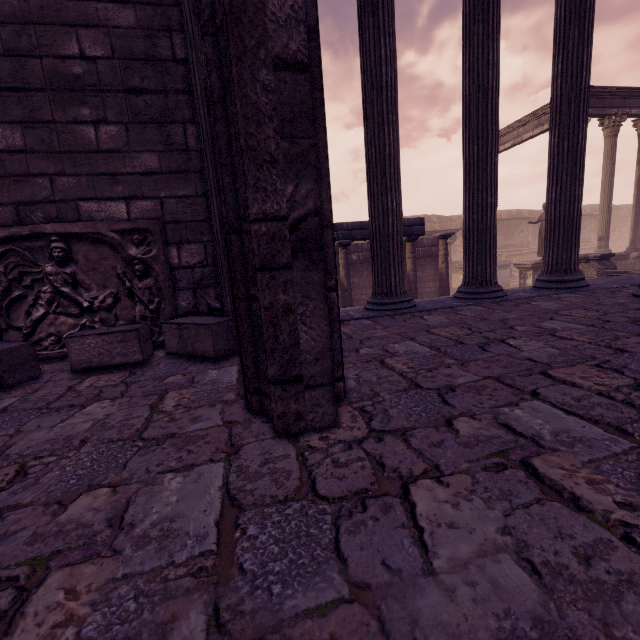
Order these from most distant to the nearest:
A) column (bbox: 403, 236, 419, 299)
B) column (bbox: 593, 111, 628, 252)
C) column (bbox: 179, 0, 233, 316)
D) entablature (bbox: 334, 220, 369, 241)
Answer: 1. column (bbox: 593, 111, 628, 252)
2. column (bbox: 403, 236, 419, 299)
3. entablature (bbox: 334, 220, 369, 241)
4. column (bbox: 179, 0, 233, 316)

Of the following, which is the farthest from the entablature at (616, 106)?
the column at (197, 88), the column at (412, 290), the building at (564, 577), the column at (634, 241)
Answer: the column at (197, 88)

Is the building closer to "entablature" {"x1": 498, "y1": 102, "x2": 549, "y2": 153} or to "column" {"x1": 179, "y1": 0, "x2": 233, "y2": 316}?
"column" {"x1": 179, "y1": 0, "x2": 233, "y2": 316}

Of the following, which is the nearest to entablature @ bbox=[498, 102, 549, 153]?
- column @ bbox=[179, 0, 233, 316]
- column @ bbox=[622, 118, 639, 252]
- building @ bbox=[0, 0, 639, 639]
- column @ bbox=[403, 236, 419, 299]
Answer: column @ bbox=[622, 118, 639, 252]

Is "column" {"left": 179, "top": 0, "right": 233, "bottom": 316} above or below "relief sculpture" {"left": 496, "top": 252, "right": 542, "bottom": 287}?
above

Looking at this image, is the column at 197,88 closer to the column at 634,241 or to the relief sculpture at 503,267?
the relief sculpture at 503,267

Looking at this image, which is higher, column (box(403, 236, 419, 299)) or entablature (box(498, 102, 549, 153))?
→ entablature (box(498, 102, 549, 153))

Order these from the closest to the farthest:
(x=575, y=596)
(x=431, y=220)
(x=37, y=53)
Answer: (x=575, y=596) → (x=37, y=53) → (x=431, y=220)
